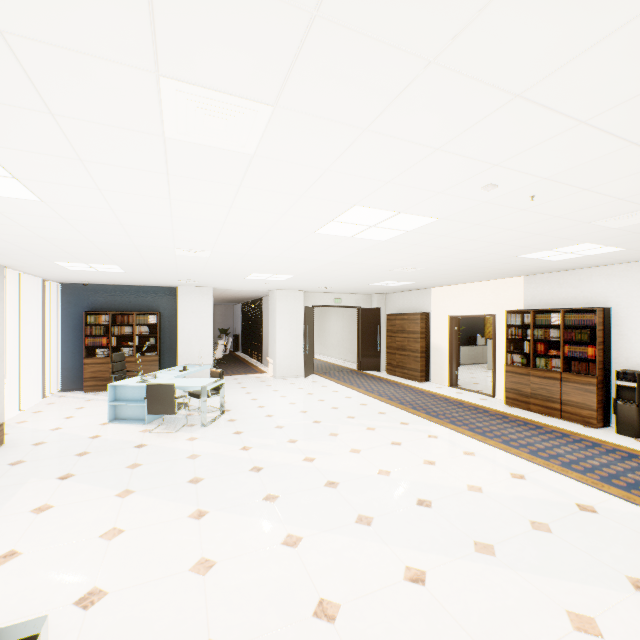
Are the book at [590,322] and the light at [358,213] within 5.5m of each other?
yes

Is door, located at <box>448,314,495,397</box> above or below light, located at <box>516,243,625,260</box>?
below

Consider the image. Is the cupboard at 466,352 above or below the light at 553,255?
below

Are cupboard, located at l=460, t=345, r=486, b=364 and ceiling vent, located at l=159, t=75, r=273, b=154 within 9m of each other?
no

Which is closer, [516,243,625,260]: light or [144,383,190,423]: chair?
[516,243,625,260]: light

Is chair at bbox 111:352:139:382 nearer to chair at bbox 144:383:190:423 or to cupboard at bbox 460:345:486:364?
chair at bbox 144:383:190:423

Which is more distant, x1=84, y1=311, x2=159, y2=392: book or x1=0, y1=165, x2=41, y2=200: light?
x1=84, y1=311, x2=159, y2=392: book

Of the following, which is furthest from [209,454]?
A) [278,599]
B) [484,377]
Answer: [484,377]
